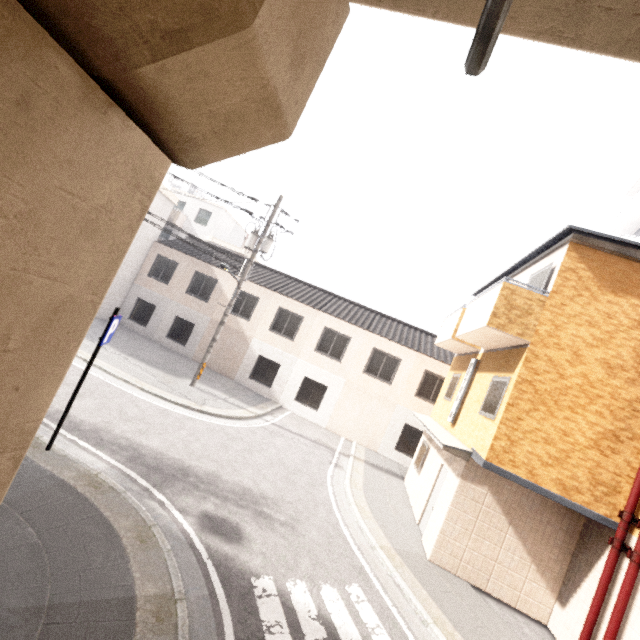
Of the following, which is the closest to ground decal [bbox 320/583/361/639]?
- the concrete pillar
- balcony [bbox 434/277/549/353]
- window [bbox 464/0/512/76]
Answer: the concrete pillar

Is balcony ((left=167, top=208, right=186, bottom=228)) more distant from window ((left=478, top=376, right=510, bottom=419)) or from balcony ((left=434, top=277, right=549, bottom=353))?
window ((left=478, top=376, right=510, bottom=419))

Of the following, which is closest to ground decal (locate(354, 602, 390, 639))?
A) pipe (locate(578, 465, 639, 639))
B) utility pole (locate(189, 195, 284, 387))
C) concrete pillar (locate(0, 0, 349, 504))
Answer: concrete pillar (locate(0, 0, 349, 504))

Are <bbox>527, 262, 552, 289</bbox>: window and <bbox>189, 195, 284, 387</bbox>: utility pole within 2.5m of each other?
no

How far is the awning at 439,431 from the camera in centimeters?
713cm

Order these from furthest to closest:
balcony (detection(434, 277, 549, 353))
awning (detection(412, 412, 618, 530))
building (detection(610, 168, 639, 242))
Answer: building (detection(610, 168, 639, 242)) < balcony (detection(434, 277, 549, 353)) < awning (detection(412, 412, 618, 530))

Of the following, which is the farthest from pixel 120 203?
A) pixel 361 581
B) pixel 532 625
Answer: pixel 532 625

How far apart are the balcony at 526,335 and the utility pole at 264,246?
8.6 meters
